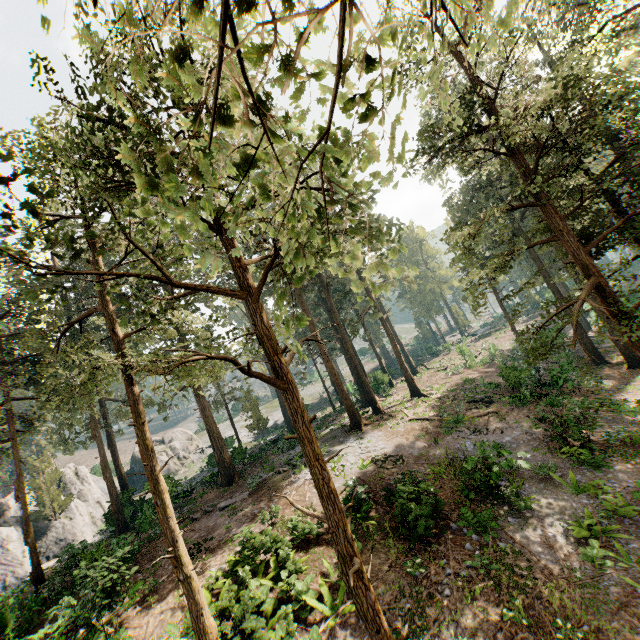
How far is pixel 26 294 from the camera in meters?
5.7

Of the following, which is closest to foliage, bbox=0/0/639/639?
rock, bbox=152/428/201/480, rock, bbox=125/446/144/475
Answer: rock, bbox=125/446/144/475

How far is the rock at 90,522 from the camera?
31.5 meters

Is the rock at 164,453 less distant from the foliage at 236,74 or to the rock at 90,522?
the rock at 90,522

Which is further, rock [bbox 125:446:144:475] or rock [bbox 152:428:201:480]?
rock [bbox 125:446:144:475]

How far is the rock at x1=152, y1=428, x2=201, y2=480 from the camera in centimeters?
4477cm

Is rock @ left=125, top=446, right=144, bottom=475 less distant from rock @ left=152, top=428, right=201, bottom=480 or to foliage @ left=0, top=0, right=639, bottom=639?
foliage @ left=0, top=0, right=639, bottom=639
